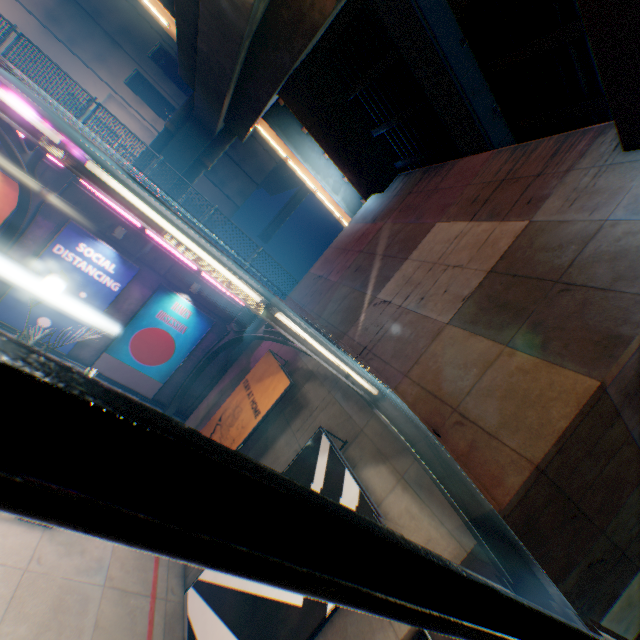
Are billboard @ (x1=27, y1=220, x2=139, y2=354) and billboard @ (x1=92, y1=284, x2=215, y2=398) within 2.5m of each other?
yes

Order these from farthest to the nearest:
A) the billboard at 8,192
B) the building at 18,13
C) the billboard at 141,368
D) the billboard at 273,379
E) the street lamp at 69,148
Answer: the building at 18,13 → the billboard at 141,368 → the billboard at 8,192 → the billboard at 273,379 → the street lamp at 69,148

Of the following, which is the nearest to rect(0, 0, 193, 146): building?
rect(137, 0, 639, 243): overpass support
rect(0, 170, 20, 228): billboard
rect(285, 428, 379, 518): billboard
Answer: rect(137, 0, 639, 243): overpass support

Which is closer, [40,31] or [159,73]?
[40,31]

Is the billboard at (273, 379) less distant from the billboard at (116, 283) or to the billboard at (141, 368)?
the billboard at (141, 368)

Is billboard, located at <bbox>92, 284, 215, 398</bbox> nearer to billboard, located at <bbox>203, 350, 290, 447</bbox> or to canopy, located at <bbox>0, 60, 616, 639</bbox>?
canopy, located at <bbox>0, 60, 616, 639</bbox>

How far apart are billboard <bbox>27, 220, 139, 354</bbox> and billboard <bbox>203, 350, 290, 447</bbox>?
6.0 meters

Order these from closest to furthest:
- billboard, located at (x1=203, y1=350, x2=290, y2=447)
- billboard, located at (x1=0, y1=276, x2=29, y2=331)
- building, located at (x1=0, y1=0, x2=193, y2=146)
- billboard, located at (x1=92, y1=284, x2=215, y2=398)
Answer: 1. billboard, located at (x1=203, y1=350, x2=290, y2=447)
2. billboard, located at (x1=0, y1=276, x2=29, y2=331)
3. billboard, located at (x1=92, y1=284, x2=215, y2=398)
4. building, located at (x1=0, y1=0, x2=193, y2=146)
